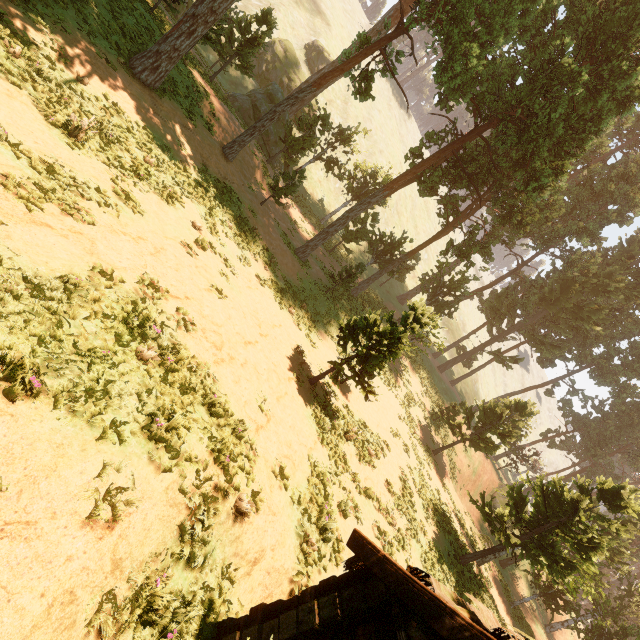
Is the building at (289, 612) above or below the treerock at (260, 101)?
below

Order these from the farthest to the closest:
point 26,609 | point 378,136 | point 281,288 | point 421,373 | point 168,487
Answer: point 378,136 → point 421,373 → point 281,288 → point 168,487 → point 26,609

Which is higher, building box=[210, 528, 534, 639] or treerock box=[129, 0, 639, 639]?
treerock box=[129, 0, 639, 639]

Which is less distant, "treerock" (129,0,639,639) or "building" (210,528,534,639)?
"building" (210,528,534,639)

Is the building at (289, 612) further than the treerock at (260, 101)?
No
